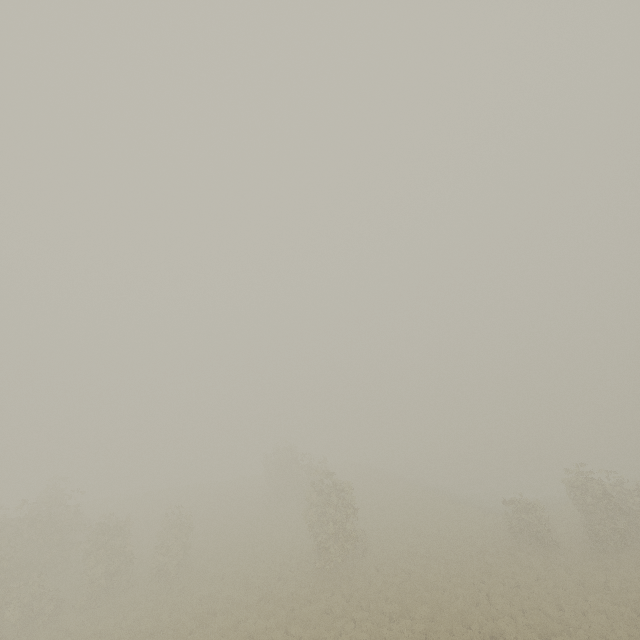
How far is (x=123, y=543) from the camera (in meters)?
21.70
